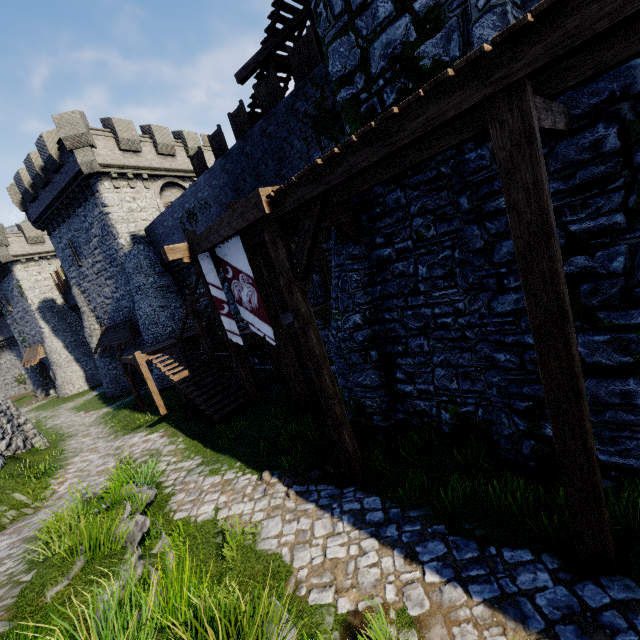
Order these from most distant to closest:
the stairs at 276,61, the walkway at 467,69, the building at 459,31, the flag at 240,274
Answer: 1. the stairs at 276,61
2. the flag at 240,274
3. the building at 459,31
4. the walkway at 467,69

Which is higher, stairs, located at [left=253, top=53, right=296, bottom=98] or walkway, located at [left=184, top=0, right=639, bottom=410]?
stairs, located at [left=253, top=53, right=296, bottom=98]

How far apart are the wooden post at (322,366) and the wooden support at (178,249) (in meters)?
3.19

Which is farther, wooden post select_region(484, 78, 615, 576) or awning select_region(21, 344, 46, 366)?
awning select_region(21, 344, 46, 366)

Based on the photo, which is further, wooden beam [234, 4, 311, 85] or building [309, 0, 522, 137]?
wooden beam [234, 4, 311, 85]

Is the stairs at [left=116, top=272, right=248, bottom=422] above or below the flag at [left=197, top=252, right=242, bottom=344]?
below

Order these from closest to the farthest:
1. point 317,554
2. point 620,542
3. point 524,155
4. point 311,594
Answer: point 524,155 → point 620,542 → point 311,594 → point 317,554

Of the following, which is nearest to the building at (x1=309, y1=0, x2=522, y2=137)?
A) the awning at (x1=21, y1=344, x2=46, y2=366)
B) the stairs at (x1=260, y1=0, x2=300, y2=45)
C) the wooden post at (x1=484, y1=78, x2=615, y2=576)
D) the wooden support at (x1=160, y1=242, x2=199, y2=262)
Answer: the stairs at (x1=260, y1=0, x2=300, y2=45)
